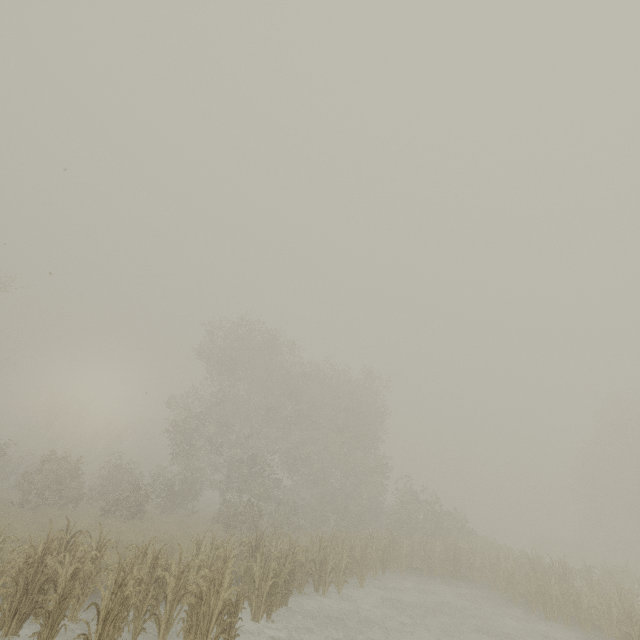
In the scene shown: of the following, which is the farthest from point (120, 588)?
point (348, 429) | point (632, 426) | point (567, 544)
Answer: point (567, 544)
